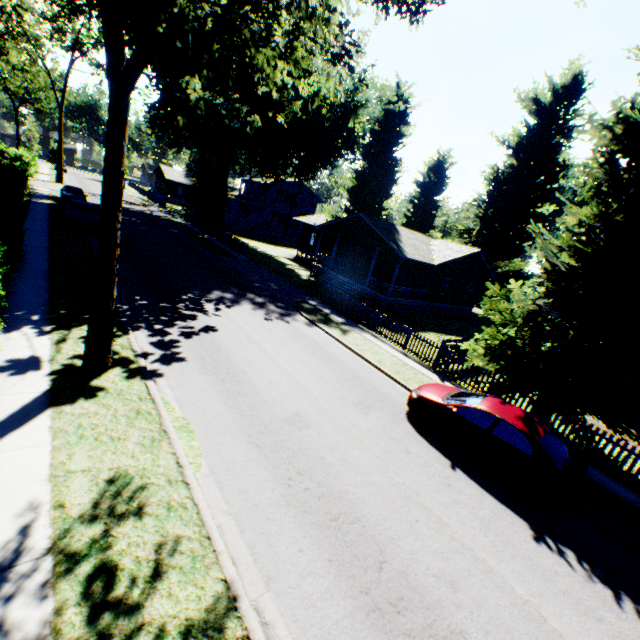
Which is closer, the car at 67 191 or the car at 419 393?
the car at 419 393

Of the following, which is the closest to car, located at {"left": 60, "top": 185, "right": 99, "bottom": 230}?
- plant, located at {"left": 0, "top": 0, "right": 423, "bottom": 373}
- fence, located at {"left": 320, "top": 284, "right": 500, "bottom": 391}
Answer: plant, located at {"left": 0, "top": 0, "right": 423, "bottom": 373}

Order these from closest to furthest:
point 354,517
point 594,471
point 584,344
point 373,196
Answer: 1. point 354,517
2. point 594,471
3. point 584,344
4. point 373,196

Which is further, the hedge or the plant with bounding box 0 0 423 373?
the hedge

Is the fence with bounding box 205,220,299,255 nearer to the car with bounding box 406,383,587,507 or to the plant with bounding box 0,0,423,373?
the plant with bounding box 0,0,423,373

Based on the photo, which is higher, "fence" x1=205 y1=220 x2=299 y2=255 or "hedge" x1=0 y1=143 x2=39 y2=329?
"hedge" x1=0 y1=143 x2=39 y2=329

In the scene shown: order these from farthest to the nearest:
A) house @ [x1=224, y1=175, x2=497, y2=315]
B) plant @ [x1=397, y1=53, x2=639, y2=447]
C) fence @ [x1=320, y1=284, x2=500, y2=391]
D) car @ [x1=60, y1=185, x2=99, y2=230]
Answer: house @ [x1=224, y1=175, x2=497, y2=315] → car @ [x1=60, y1=185, x2=99, y2=230] → fence @ [x1=320, y1=284, x2=500, y2=391] → plant @ [x1=397, y1=53, x2=639, y2=447]

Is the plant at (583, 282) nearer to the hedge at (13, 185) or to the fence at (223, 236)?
the fence at (223, 236)
